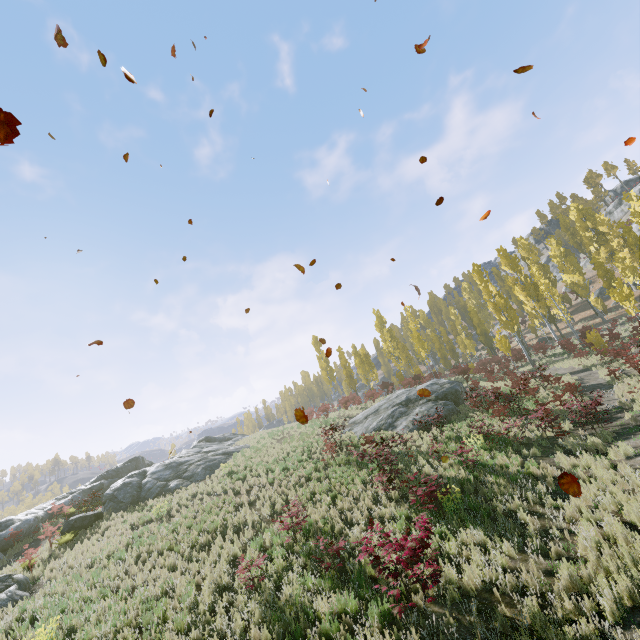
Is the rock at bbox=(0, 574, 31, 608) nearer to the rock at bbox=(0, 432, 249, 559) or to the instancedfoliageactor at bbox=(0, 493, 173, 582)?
the rock at bbox=(0, 432, 249, 559)

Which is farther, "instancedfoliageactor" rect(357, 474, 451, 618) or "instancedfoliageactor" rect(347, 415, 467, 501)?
"instancedfoliageactor" rect(347, 415, 467, 501)

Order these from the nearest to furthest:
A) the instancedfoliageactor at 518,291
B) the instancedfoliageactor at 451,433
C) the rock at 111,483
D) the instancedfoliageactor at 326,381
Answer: the instancedfoliageactor at 518,291 → the instancedfoliageactor at 451,433 → the rock at 111,483 → the instancedfoliageactor at 326,381

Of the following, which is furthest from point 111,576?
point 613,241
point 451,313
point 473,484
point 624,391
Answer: point 613,241

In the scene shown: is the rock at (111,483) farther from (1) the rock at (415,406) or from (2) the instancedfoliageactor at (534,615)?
(2) the instancedfoliageactor at (534,615)

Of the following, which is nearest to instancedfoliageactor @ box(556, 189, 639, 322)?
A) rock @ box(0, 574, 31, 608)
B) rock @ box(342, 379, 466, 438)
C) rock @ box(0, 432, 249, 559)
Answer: rock @ box(342, 379, 466, 438)
